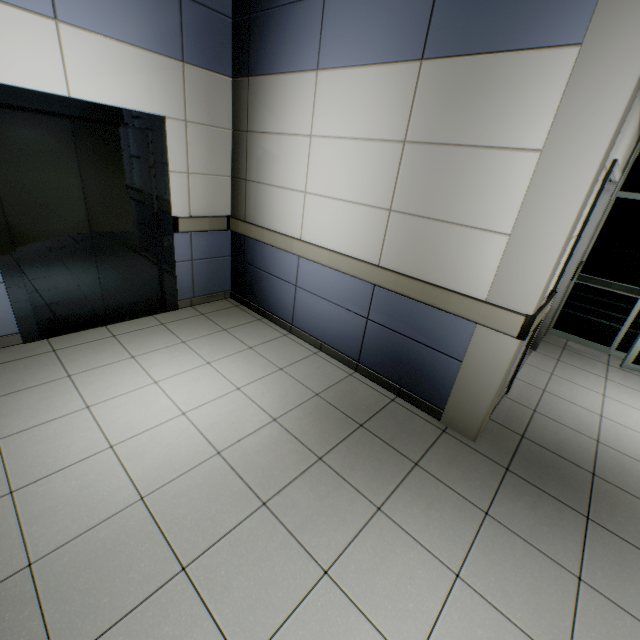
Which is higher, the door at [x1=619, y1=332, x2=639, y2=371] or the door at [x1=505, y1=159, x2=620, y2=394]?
the door at [x1=505, y1=159, x2=620, y2=394]

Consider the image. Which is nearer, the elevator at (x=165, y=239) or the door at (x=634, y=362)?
the elevator at (x=165, y=239)

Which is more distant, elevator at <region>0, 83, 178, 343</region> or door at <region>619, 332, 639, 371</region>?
door at <region>619, 332, 639, 371</region>

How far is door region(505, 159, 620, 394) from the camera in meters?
2.5 m

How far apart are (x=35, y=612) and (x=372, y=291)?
2.78m

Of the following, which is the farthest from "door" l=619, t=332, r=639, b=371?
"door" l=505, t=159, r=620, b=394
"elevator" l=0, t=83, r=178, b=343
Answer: "elevator" l=0, t=83, r=178, b=343

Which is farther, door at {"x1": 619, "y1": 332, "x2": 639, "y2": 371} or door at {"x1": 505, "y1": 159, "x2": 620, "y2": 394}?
door at {"x1": 619, "y1": 332, "x2": 639, "y2": 371}

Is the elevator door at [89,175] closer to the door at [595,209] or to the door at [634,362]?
the door at [595,209]
